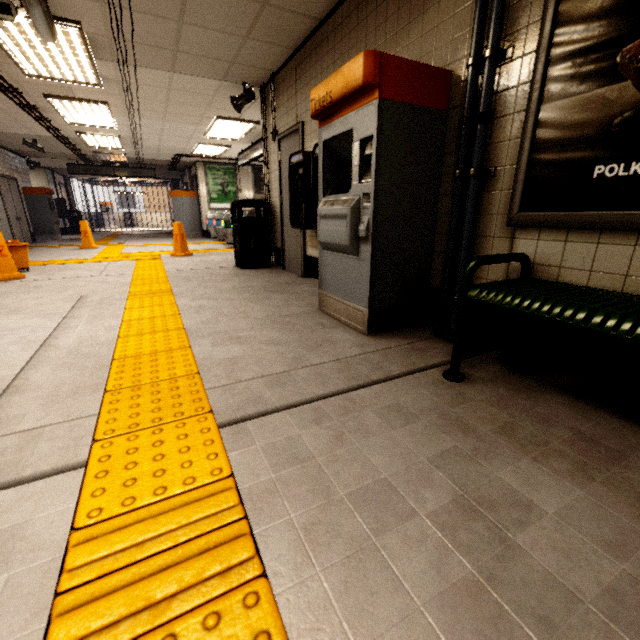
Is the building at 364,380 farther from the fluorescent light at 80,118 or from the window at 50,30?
the fluorescent light at 80,118

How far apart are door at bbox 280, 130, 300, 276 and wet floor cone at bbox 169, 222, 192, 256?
3.1m

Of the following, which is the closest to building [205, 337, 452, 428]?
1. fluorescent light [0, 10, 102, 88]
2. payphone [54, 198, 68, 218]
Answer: fluorescent light [0, 10, 102, 88]

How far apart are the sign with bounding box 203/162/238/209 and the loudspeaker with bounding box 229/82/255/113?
8.2m

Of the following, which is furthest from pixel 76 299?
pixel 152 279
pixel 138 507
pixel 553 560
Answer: pixel 553 560

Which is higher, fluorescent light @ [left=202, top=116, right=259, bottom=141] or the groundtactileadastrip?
fluorescent light @ [left=202, top=116, right=259, bottom=141]

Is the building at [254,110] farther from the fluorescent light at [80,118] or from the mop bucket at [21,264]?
the mop bucket at [21,264]

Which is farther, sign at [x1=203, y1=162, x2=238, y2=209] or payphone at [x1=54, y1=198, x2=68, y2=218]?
payphone at [x1=54, y1=198, x2=68, y2=218]
